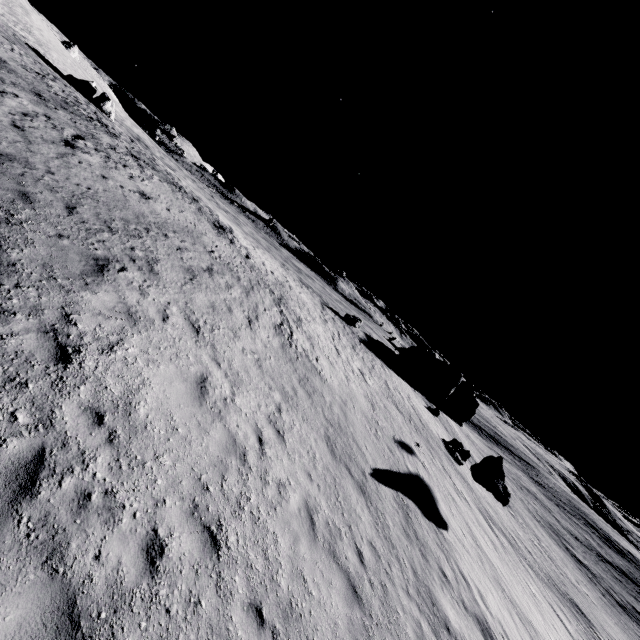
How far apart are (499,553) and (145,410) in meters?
24.1

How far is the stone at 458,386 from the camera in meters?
50.1

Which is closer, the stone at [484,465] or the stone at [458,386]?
the stone at [484,465]

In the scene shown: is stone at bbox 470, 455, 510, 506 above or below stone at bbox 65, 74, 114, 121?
below

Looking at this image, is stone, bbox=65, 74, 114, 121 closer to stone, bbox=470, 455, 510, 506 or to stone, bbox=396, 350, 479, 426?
stone, bbox=396, 350, 479, 426

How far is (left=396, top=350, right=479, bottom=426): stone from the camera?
50.09m

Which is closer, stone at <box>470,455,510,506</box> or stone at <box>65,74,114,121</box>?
stone at <box>470,455,510,506</box>
